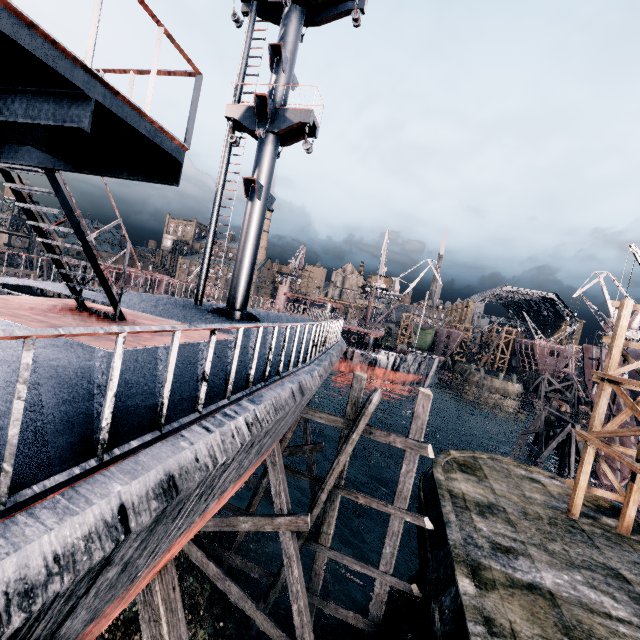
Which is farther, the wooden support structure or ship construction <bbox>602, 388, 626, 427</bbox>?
the wooden support structure

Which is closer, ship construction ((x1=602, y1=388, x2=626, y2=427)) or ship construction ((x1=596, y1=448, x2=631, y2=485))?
ship construction ((x1=602, y1=388, x2=626, y2=427))

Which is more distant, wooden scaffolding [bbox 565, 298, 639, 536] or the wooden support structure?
the wooden support structure

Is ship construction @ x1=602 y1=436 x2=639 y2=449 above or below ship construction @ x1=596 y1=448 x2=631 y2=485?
above

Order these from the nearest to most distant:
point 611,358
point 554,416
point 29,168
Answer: point 29,168 < point 611,358 < point 554,416

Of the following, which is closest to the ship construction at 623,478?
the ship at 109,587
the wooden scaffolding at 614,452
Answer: the wooden scaffolding at 614,452

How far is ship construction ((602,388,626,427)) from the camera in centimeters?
2177cm

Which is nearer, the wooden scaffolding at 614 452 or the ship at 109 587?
the ship at 109 587
